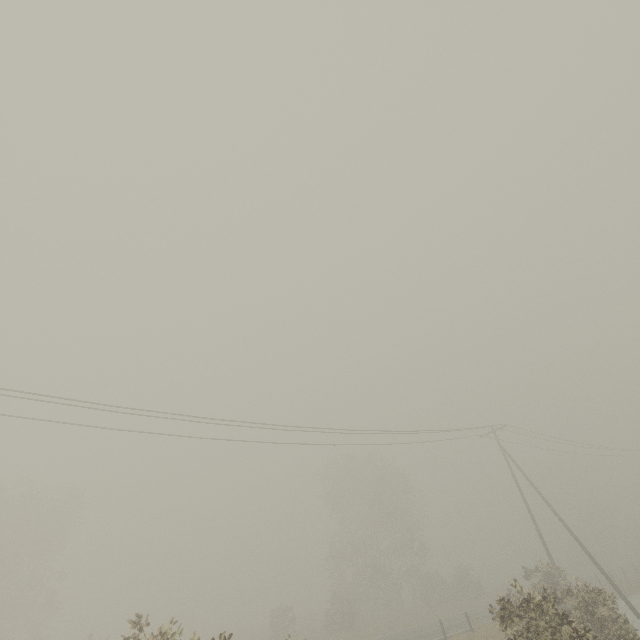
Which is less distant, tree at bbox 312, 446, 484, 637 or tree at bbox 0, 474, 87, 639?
tree at bbox 0, 474, 87, 639

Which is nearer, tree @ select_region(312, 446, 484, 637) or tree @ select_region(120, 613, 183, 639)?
tree @ select_region(120, 613, 183, 639)

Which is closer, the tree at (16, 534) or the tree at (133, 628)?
the tree at (133, 628)

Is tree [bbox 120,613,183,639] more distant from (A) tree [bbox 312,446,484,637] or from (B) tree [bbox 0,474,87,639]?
(A) tree [bbox 312,446,484,637]

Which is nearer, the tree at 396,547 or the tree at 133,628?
the tree at 133,628

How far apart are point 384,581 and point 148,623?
36.1 meters

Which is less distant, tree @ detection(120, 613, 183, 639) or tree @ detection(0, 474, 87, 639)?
tree @ detection(120, 613, 183, 639)

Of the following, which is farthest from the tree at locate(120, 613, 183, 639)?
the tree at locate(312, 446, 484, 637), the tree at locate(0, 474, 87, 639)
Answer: the tree at locate(312, 446, 484, 637)
